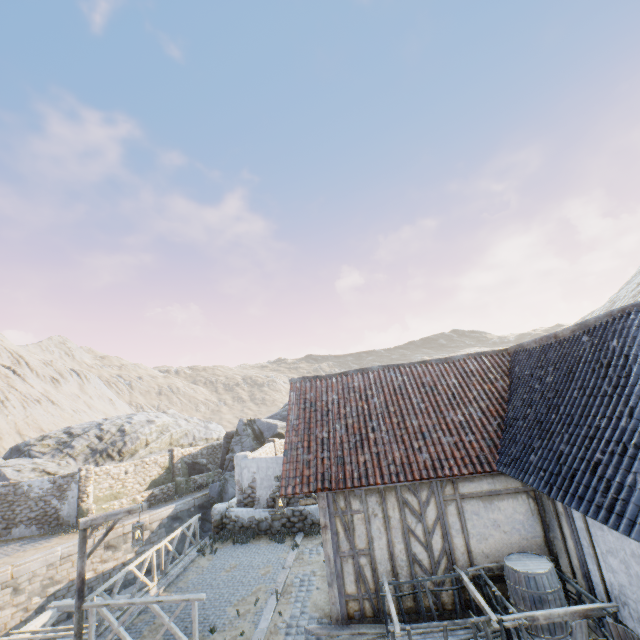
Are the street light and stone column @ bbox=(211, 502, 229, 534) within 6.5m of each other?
yes

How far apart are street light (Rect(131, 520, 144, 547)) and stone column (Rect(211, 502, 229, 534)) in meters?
5.8 m

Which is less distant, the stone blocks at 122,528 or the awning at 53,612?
the awning at 53,612

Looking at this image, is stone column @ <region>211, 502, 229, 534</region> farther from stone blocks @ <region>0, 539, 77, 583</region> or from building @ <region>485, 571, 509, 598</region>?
building @ <region>485, 571, 509, 598</region>

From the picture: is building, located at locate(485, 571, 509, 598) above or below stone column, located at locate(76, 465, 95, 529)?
below

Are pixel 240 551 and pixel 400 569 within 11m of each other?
yes

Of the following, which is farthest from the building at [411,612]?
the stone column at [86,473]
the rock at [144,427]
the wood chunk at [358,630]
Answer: the rock at [144,427]

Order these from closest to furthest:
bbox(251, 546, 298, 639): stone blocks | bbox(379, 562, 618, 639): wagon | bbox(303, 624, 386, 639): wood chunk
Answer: bbox(379, 562, 618, 639): wagon → bbox(303, 624, 386, 639): wood chunk → bbox(251, 546, 298, 639): stone blocks
